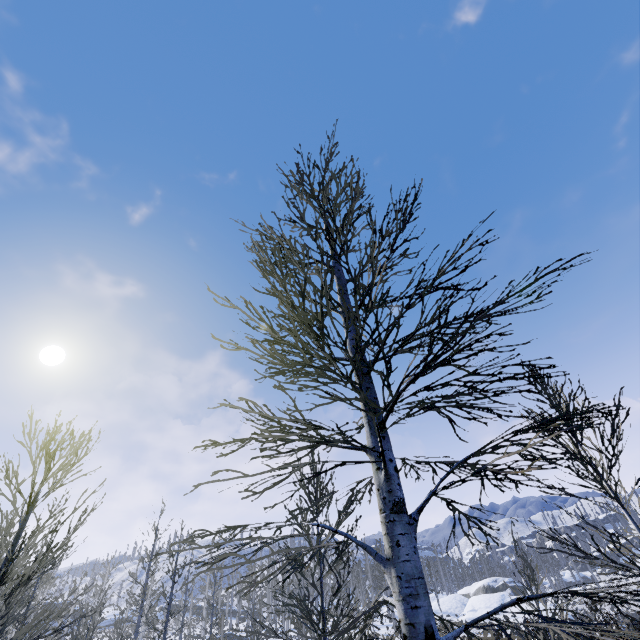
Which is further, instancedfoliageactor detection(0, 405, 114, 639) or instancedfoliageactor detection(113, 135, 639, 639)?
instancedfoliageactor detection(0, 405, 114, 639)

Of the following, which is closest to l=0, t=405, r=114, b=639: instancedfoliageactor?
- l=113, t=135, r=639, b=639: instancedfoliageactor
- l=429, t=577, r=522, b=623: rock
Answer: l=113, t=135, r=639, b=639: instancedfoliageactor

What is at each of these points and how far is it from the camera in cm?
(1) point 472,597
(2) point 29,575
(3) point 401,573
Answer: (1) rock, 4866
(2) instancedfoliageactor, 434
(3) instancedfoliageactor, 253

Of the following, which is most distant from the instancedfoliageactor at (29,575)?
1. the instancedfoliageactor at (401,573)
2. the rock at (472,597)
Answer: the rock at (472,597)

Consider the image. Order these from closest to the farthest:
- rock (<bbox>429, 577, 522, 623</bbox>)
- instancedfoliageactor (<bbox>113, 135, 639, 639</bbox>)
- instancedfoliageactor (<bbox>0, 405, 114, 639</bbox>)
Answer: instancedfoliageactor (<bbox>113, 135, 639, 639</bbox>), instancedfoliageactor (<bbox>0, 405, 114, 639</bbox>), rock (<bbox>429, 577, 522, 623</bbox>)

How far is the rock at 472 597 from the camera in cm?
4369
